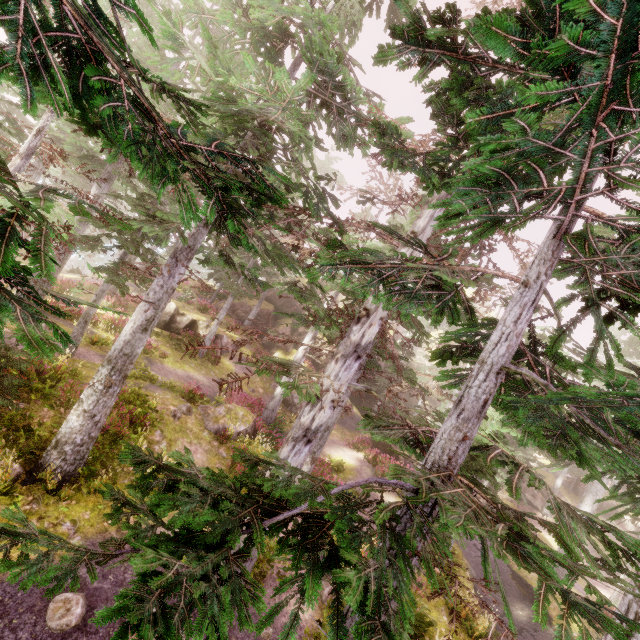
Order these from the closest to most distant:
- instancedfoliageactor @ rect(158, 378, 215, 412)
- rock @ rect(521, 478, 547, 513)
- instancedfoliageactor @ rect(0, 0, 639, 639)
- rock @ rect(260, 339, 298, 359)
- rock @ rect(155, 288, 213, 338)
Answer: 1. instancedfoliageactor @ rect(0, 0, 639, 639)
2. instancedfoliageactor @ rect(158, 378, 215, 412)
3. rock @ rect(155, 288, 213, 338)
4. rock @ rect(260, 339, 298, 359)
5. rock @ rect(521, 478, 547, 513)

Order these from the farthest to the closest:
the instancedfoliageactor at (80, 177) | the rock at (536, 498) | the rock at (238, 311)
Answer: the rock at (536, 498)
the rock at (238, 311)
the instancedfoliageactor at (80, 177)

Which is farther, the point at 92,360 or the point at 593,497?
the point at 593,497

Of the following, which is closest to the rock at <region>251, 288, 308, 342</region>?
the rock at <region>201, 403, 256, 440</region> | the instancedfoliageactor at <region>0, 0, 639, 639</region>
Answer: the instancedfoliageactor at <region>0, 0, 639, 639</region>

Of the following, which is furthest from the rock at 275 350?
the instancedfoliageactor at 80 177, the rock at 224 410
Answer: the rock at 224 410

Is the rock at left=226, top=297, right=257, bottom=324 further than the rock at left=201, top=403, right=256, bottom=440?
Yes

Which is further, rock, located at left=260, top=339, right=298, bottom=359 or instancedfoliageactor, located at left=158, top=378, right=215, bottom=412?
rock, located at left=260, top=339, right=298, bottom=359
